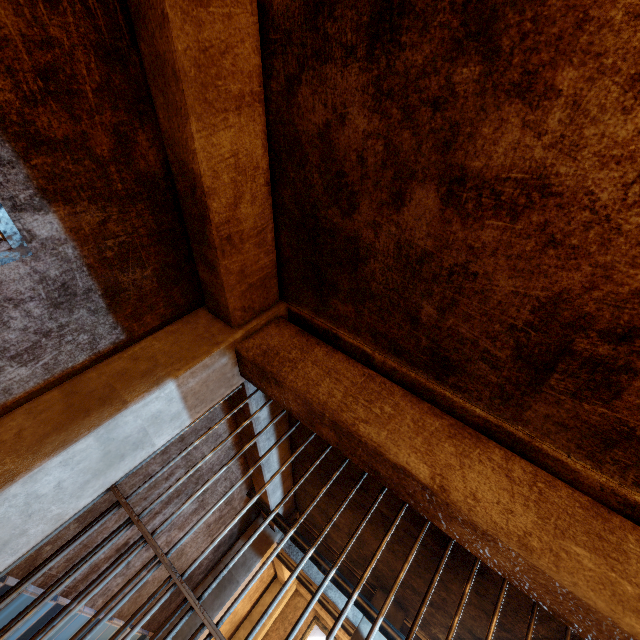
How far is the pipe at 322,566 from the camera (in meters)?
2.62

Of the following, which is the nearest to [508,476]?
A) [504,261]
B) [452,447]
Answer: [452,447]

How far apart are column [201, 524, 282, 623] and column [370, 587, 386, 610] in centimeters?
95cm

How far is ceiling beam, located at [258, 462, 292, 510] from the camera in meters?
2.7 m

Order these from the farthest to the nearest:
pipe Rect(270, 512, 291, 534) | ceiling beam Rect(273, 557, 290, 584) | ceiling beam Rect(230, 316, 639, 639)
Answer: ceiling beam Rect(273, 557, 290, 584)
pipe Rect(270, 512, 291, 534)
ceiling beam Rect(230, 316, 639, 639)

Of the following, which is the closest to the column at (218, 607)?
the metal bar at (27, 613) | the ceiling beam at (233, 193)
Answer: the ceiling beam at (233, 193)

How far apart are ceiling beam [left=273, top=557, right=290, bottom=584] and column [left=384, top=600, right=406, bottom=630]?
1.06m
